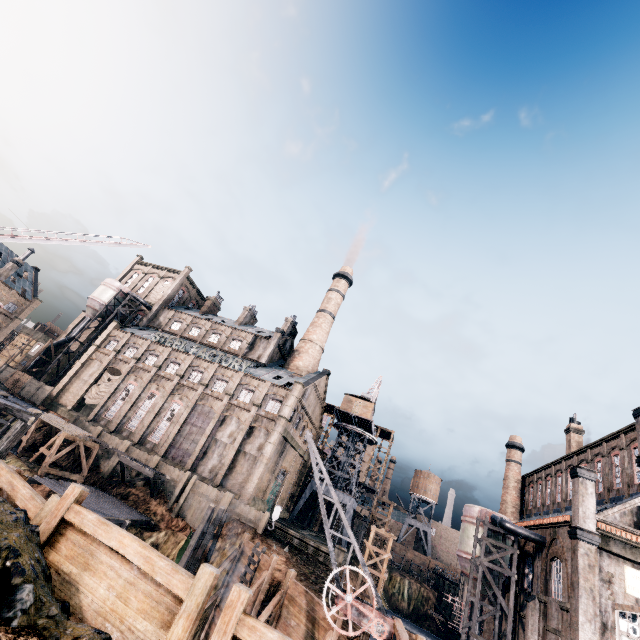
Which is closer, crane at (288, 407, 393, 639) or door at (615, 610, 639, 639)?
crane at (288, 407, 393, 639)

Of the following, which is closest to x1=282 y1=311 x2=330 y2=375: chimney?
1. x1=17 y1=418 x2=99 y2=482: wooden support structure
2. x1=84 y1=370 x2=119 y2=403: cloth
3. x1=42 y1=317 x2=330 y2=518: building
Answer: x1=42 y1=317 x2=330 y2=518: building

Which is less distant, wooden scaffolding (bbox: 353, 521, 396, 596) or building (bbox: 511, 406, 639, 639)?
building (bbox: 511, 406, 639, 639)

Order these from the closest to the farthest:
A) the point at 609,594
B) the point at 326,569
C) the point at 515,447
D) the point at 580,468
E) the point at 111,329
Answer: the point at 609,594, the point at 580,468, the point at 326,569, the point at 515,447, the point at 111,329

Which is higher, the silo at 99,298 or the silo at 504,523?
the silo at 99,298

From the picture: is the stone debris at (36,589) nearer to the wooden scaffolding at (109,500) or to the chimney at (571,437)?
the wooden scaffolding at (109,500)

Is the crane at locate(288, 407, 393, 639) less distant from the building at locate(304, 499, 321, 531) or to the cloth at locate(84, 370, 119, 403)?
the building at locate(304, 499, 321, 531)

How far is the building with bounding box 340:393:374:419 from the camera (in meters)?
53.09
